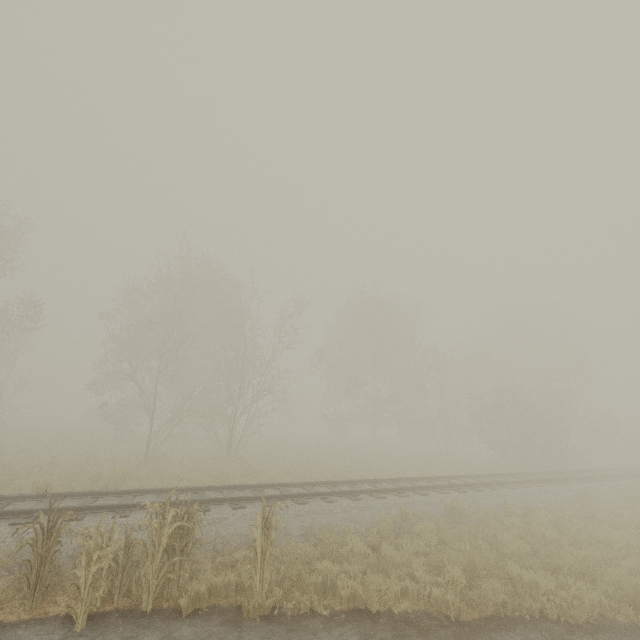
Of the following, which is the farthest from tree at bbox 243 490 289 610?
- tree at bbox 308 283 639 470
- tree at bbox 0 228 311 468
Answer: tree at bbox 308 283 639 470

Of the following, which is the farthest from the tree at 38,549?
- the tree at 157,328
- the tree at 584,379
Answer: the tree at 584,379

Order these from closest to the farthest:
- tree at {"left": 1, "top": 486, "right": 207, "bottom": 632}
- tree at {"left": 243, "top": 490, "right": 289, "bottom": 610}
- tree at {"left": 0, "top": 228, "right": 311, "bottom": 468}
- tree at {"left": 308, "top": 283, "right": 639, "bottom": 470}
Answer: tree at {"left": 1, "top": 486, "right": 207, "bottom": 632} < tree at {"left": 243, "top": 490, "right": 289, "bottom": 610} < tree at {"left": 0, "top": 228, "right": 311, "bottom": 468} < tree at {"left": 308, "top": 283, "right": 639, "bottom": 470}

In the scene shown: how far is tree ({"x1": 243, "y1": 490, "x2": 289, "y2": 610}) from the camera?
5.8 meters

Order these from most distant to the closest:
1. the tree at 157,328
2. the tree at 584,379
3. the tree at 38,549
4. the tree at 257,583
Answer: the tree at 584,379 < the tree at 157,328 < the tree at 257,583 < the tree at 38,549

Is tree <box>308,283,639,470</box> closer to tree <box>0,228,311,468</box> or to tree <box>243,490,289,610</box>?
tree <box>0,228,311,468</box>

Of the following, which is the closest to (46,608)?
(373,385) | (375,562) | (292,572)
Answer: (292,572)
